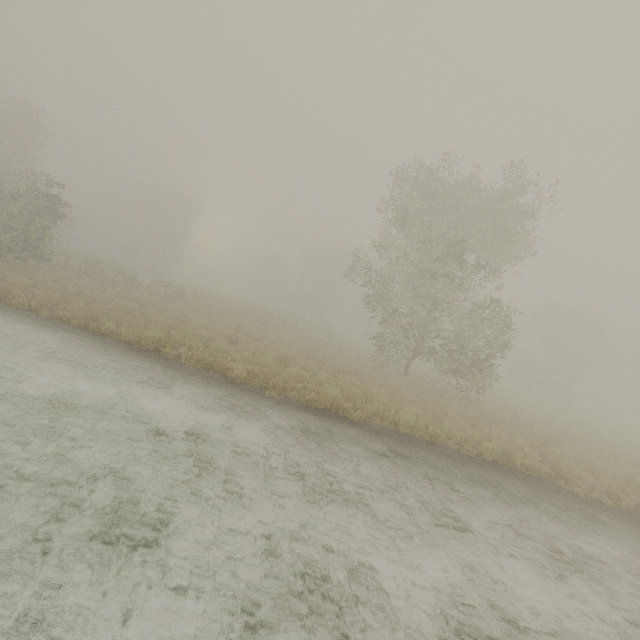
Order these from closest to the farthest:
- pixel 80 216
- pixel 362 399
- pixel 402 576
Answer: pixel 402 576
pixel 362 399
pixel 80 216

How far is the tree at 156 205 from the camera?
57.19m

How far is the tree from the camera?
57.19m
